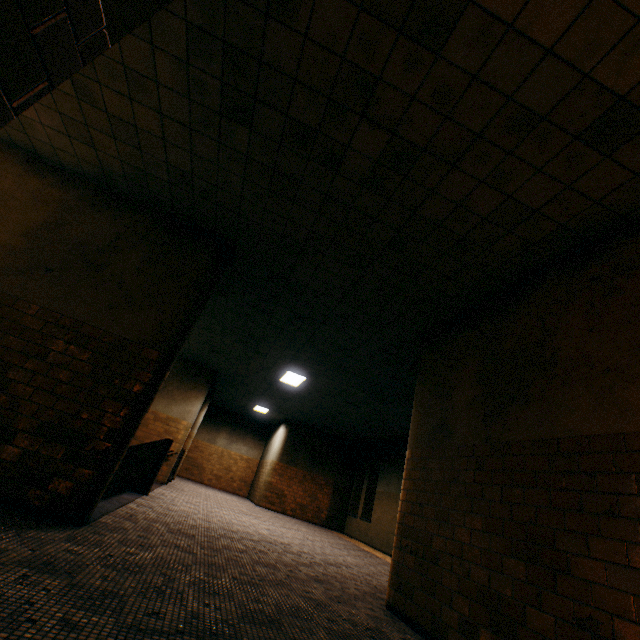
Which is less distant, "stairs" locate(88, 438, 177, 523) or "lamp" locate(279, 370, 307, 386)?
"stairs" locate(88, 438, 177, 523)

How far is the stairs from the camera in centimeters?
494cm

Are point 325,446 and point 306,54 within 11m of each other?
no

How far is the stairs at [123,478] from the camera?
4.9m

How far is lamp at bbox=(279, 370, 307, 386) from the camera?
9.83m

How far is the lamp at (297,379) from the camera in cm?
983

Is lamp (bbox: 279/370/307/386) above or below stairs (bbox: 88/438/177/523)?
above
